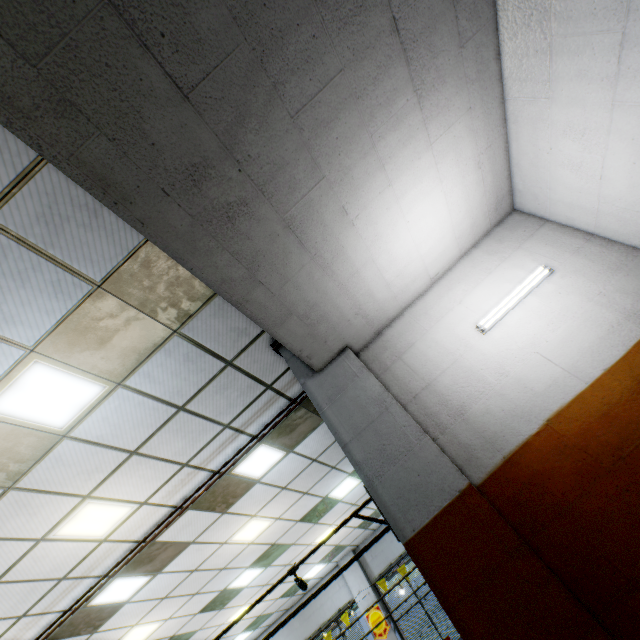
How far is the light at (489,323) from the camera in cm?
318

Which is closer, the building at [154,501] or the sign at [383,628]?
the building at [154,501]

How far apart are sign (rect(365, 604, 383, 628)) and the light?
11.8 meters

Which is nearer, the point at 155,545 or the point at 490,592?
the point at 490,592

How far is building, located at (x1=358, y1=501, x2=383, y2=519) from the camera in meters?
10.0

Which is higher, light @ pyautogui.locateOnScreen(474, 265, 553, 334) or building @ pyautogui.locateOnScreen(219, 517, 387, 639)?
building @ pyautogui.locateOnScreen(219, 517, 387, 639)

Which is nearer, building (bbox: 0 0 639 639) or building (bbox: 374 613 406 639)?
building (bbox: 0 0 639 639)

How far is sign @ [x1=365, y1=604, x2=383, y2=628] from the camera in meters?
10.3
